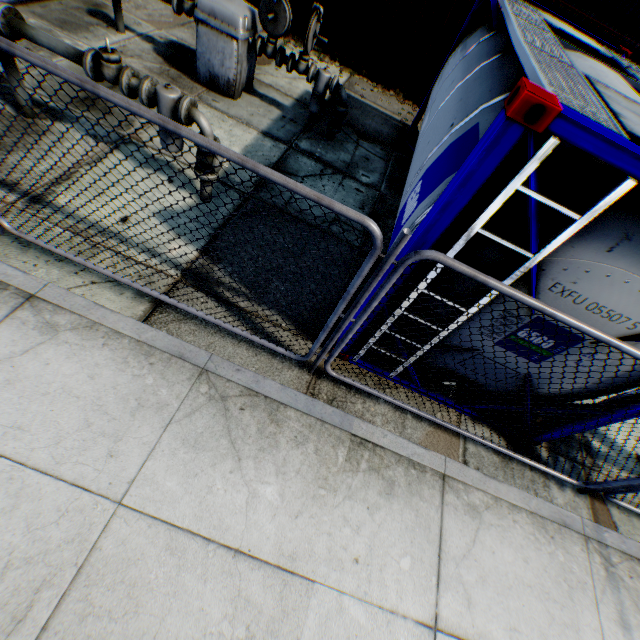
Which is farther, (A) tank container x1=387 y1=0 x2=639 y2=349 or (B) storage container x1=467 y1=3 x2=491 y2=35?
(B) storage container x1=467 y1=3 x2=491 y2=35

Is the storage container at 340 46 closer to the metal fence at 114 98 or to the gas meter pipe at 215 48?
the metal fence at 114 98

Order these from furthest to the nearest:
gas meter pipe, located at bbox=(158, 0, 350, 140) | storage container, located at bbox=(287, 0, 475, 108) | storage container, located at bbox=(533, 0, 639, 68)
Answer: storage container, located at bbox=(287, 0, 475, 108)
storage container, located at bbox=(533, 0, 639, 68)
gas meter pipe, located at bbox=(158, 0, 350, 140)

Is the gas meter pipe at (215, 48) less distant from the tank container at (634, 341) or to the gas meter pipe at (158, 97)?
the tank container at (634, 341)

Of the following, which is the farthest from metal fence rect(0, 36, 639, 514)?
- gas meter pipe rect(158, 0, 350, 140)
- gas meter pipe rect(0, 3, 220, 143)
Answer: gas meter pipe rect(0, 3, 220, 143)

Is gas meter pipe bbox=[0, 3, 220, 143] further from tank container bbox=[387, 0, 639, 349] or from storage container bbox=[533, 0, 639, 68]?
storage container bbox=[533, 0, 639, 68]

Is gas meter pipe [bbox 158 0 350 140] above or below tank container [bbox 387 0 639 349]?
below

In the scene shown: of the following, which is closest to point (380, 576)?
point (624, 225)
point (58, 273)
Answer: point (624, 225)
